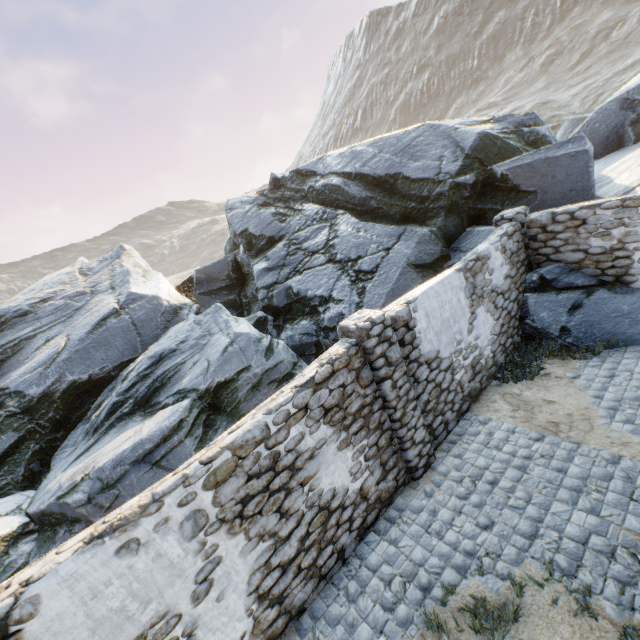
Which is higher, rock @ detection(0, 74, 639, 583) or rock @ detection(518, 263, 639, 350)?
rock @ detection(0, 74, 639, 583)

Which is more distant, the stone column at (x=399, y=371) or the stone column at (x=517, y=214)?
the stone column at (x=517, y=214)

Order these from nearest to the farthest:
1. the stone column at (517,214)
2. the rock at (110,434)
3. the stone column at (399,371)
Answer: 1. the stone column at (399,371)
2. the rock at (110,434)
3. the stone column at (517,214)

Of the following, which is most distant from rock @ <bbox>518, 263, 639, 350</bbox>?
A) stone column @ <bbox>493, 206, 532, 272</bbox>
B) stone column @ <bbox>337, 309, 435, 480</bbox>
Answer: stone column @ <bbox>337, 309, 435, 480</bbox>

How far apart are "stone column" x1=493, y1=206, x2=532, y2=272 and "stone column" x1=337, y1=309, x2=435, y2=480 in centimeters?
535cm

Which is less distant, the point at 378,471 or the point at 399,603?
the point at 399,603

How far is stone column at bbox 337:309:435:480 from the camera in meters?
5.1

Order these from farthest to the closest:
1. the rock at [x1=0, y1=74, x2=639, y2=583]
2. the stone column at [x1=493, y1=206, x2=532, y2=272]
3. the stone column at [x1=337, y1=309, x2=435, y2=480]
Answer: the stone column at [x1=493, y1=206, x2=532, y2=272], the rock at [x1=0, y1=74, x2=639, y2=583], the stone column at [x1=337, y1=309, x2=435, y2=480]
